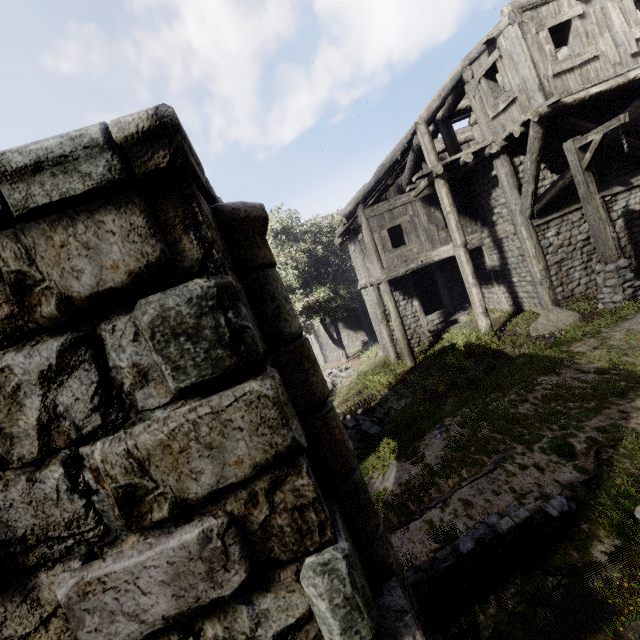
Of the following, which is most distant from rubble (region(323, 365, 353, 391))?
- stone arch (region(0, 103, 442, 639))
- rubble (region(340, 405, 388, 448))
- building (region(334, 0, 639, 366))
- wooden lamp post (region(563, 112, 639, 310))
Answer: wooden lamp post (region(563, 112, 639, 310))

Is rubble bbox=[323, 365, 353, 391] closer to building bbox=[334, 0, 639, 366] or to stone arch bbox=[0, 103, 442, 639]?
building bbox=[334, 0, 639, 366]

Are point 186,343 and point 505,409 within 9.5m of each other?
yes

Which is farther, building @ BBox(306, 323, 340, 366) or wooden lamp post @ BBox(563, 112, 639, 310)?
building @ BBox(306, 323, 340, 366)

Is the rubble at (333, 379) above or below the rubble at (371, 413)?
below

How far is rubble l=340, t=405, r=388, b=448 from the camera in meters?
10.1

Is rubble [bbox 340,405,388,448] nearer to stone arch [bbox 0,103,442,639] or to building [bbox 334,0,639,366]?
stone arch [bbox 0,103,442,639]

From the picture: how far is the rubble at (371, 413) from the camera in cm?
1011
